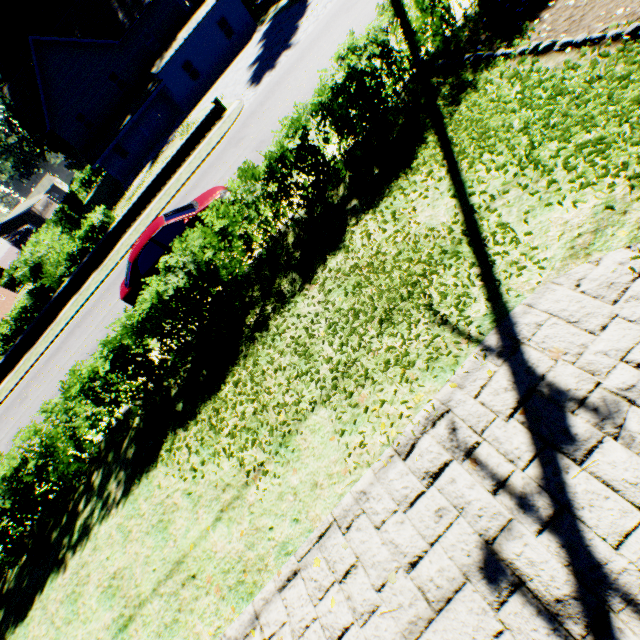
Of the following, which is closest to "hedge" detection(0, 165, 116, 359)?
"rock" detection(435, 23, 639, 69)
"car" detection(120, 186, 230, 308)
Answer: "rock" detection(435, 23, 639, 69)

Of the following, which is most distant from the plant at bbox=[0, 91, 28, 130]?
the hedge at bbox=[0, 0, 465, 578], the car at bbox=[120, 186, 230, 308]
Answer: the car at bbox=[120, 186, 230, 308]

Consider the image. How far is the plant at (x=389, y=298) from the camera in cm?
455

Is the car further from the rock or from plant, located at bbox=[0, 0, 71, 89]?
plant, located at bbox=[0, 0, 71, 89]

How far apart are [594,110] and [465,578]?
6.3m

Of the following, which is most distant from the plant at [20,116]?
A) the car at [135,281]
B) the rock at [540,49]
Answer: the car at [135,281]

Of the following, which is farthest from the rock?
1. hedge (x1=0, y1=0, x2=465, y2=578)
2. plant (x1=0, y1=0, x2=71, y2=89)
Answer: plant (x1=0, y1=0, x2=71, y2=89)
